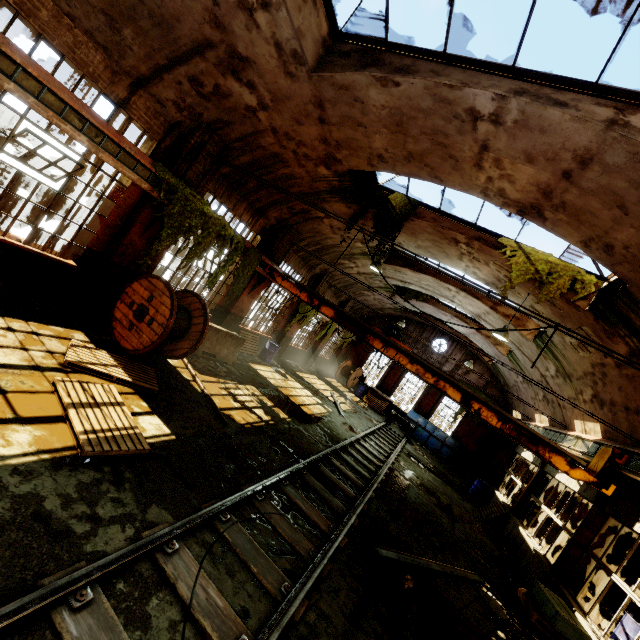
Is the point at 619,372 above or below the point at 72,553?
above

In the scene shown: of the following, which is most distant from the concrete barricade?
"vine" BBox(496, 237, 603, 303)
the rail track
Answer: "vine" BBox(496, 237, 603, 303)

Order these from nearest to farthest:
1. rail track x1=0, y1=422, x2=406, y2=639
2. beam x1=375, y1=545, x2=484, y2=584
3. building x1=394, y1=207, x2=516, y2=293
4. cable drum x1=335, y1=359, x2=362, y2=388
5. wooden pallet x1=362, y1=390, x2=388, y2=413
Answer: rail track x1=0, y1=422, x2=406, y2=639 < beam x1=375, y1=545, x2=484, y2=584 < building x1=394, y1=207, x2=516, y2=293 < wooden pallet x1=362, y1=390, x2=388, y2=413 < cable drum x1=335, y1=359, x2=362, y2=388

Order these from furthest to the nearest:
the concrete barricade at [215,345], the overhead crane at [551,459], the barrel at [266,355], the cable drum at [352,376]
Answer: the cable drum at [352,376]
the barrel at [266,355]
the concrete barricade at [215,345]
the overhead crane at [551,459]

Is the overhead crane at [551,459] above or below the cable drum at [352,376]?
above

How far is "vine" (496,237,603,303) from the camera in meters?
8.3

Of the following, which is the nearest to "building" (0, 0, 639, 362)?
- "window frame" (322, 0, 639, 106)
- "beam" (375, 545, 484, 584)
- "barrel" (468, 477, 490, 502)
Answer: "window frame" (322, 0, 639, 106)

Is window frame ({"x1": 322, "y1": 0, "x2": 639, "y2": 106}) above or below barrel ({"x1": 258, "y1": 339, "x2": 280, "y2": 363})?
above
